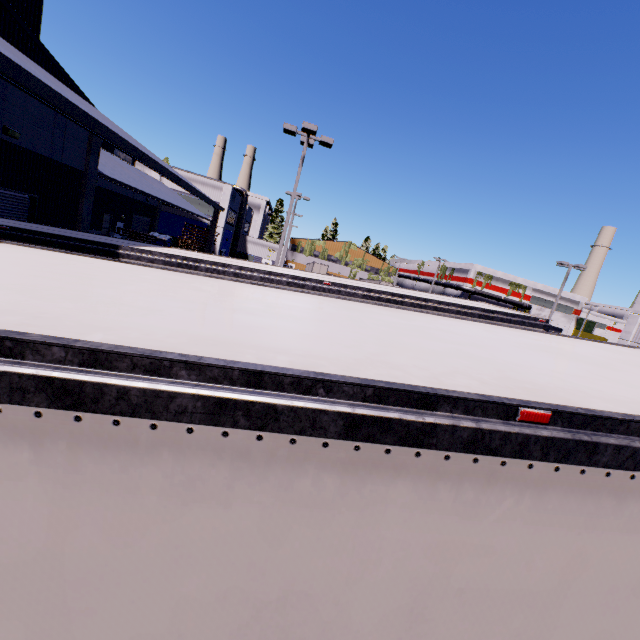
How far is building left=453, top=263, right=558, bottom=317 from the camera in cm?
5500

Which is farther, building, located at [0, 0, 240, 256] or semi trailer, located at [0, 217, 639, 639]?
building, located at [0, 0, 240, 256]

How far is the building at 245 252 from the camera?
47.1 meters

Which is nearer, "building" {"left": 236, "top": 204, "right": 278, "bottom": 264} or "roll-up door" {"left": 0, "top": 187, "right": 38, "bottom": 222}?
"roll-up door" {"left": 0, "top": 187, "right": 38, "bottom": 222}

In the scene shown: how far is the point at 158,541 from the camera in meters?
1.2

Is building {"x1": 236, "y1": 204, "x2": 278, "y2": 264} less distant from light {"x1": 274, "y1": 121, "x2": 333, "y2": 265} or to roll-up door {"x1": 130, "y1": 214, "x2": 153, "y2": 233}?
roll-up door {"x1": 130, "y1": 214, "x2": 153, "y2": 233}

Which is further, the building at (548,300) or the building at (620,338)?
the building at (548,300)

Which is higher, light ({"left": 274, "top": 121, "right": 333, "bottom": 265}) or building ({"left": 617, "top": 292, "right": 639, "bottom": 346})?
light ({"left": 274, "top": 121, "right": 333, "bottom": 265})
